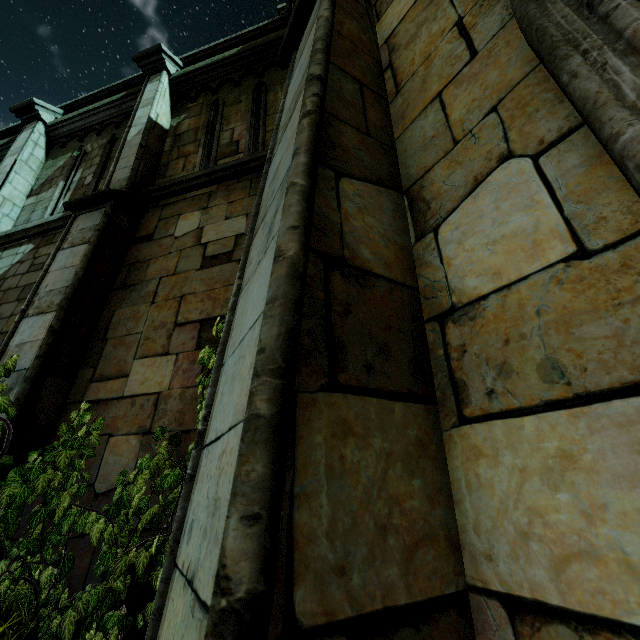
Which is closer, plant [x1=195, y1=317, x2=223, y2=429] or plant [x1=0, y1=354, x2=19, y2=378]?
plant [x1=195, y1=317, x2=223, y2=429]

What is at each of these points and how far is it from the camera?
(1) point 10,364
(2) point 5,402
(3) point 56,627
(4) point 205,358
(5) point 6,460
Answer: (1) plant, 3.2 meters
(2) plant, 3.1 meters
(3) plant, 2.2 meters
(4) plant, 2.6 meters
(5) plant, 2.9 meters

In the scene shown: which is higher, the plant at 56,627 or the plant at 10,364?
the plant at 10,364

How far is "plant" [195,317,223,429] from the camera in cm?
263

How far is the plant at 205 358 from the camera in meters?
2.6 m
